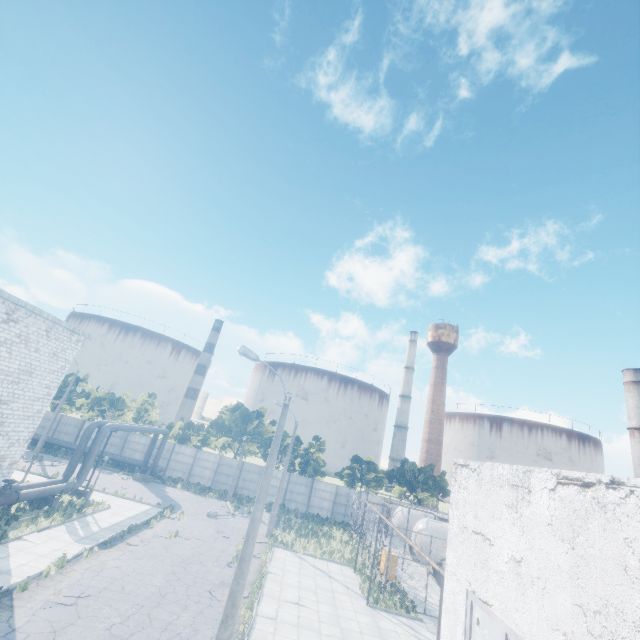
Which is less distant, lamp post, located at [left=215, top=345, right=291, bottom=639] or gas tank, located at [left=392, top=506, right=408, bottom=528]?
lamp post, located at [left=215, top=345, right=291, bottom=639]

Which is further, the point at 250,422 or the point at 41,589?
the point at 250,422

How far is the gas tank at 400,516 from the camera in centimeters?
3039cm

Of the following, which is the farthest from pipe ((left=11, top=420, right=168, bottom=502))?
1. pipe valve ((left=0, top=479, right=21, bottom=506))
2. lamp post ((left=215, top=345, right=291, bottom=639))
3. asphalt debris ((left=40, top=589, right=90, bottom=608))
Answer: lamp post ((left=215, top=345, right=291, bottom=639))

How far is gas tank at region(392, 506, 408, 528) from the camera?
30.39m

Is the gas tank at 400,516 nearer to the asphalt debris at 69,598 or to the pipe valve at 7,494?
the asphalt debris at 69,598

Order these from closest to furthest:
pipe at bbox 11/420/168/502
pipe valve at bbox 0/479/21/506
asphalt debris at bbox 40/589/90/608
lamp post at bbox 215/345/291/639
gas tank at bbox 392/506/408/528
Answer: lamp post at bbox 215/345/291/639 → asphalt debris at bbox 40/589/90/608 → pipe valve at bbox 0/479/21/506 → pipe at bbox 11/420/168/502 → gas tank at bbox 392/506/408/528

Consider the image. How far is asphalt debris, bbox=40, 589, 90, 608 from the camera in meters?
11.5 m
